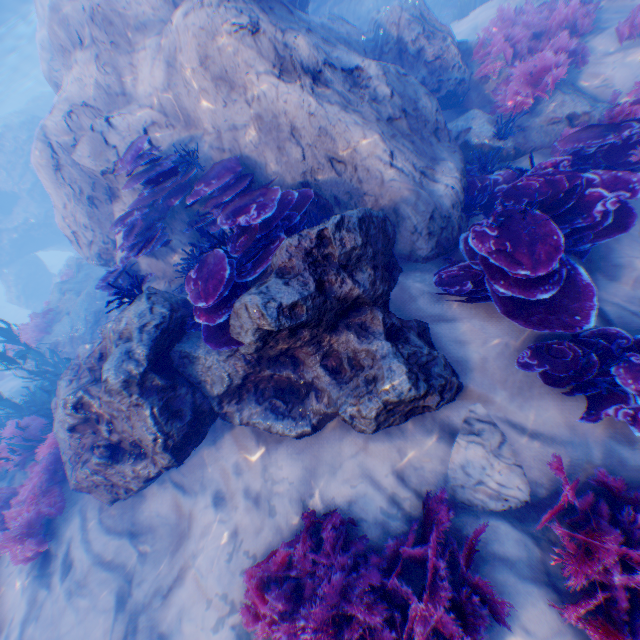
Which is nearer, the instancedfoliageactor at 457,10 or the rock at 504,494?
the rock at 504,494

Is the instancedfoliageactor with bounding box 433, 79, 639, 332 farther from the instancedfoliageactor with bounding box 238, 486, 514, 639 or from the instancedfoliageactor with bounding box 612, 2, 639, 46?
the instancedfoliageactor with bounding box 238, 486, 514, 639

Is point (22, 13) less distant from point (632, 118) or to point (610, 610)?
point (632, 118)

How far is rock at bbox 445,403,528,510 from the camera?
3.26m

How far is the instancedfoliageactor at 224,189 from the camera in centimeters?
391cm

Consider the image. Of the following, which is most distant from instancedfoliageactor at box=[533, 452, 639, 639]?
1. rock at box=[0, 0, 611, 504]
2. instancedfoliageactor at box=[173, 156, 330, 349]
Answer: instancedfoliageactor at box=[173, 156, 330, 349]

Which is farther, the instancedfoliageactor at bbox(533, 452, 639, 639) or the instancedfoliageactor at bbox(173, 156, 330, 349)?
the instancedfoliageactor at bbox(173, 156, 330, 349)

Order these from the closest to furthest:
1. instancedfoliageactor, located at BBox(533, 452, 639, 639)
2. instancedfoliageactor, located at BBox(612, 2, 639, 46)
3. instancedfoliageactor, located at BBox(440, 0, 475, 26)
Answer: instancedfoliageactor, located at BBox(533, 452, 639, 639)
instancedfoliageactor, located at BBox(612, 2, 639, 46)
instancedfoliageactor, located at BBox(440, 0, 475, 26)
